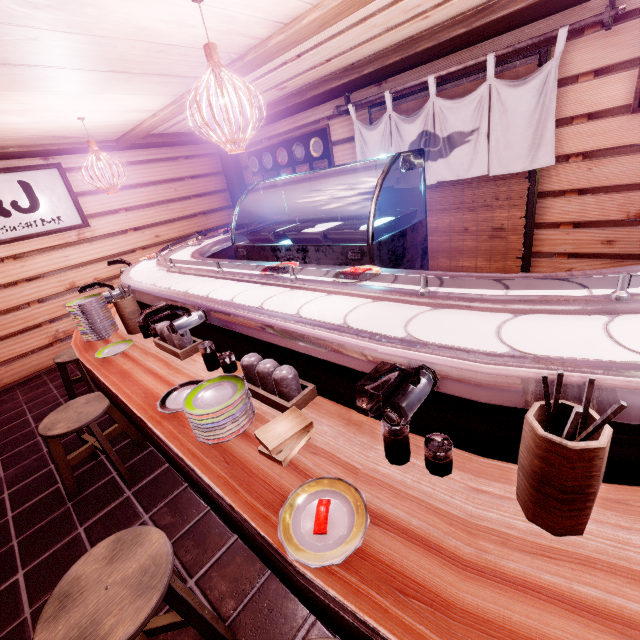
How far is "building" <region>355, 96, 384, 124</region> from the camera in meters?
7.5 m

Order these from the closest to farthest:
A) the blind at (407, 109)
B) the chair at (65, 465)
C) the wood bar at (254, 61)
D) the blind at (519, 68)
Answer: the wood bar at (254, 61) < the chair at (65, 465) < the blind at (519, 68) < the blind at (407, 109)

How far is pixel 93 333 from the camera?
4.9m

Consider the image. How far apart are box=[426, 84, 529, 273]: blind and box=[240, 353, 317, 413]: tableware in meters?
6.0 m

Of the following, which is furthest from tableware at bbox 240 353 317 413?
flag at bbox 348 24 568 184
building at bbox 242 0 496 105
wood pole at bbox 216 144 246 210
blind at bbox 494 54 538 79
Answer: wood pole at bbox 216 144 246 210

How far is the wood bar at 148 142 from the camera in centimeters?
627cm

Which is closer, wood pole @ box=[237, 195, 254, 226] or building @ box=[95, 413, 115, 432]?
building @ box=[95, 413, 115, 432]

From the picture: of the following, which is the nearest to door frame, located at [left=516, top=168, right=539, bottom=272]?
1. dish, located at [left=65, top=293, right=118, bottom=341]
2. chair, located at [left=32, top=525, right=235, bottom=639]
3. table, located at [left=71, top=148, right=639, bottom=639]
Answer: table, located at [left=71, top=148, right=639, bottom=639]
